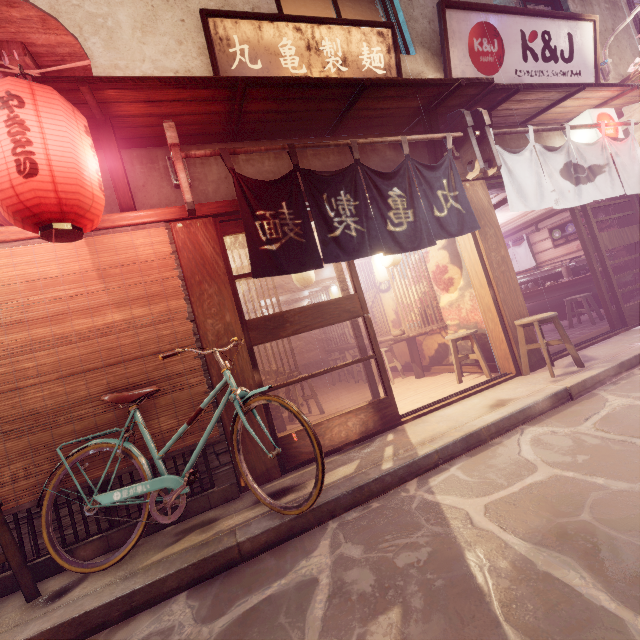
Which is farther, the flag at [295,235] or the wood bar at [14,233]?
the flag at [295,235]

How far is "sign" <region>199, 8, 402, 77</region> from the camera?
7.0 meters

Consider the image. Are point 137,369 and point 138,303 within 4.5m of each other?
yes

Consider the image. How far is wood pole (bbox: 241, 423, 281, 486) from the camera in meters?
5.9

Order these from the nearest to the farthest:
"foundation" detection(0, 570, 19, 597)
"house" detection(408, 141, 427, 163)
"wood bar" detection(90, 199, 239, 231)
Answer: "foundation" detection(0, 570, 19, 597) < "wood bar" detection(90, 199, 239, 231) < "house" detection(408, 141, 427, 163)

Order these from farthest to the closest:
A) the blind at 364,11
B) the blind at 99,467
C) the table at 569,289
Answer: the table at 569,289 < the blind at 364,11 < the blind at 99,467

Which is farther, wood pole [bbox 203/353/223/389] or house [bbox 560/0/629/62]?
house [bbox 560/0/629/62]

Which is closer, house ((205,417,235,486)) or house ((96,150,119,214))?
house ((205,417,235,486))
